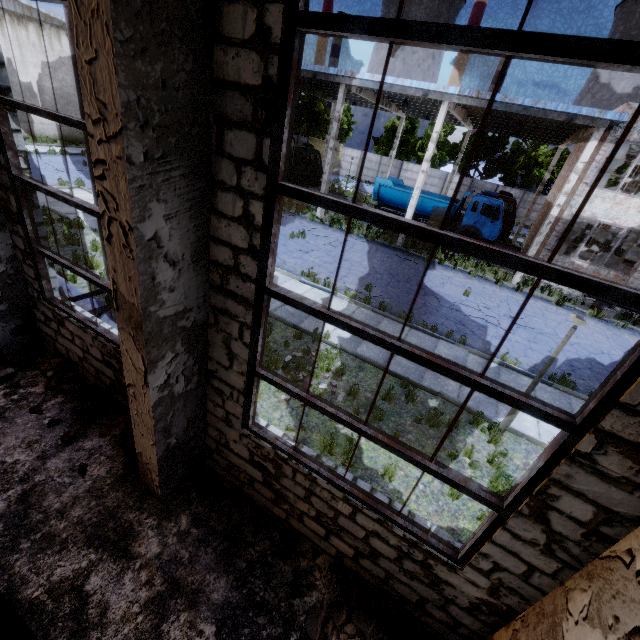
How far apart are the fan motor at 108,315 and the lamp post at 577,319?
7.21m

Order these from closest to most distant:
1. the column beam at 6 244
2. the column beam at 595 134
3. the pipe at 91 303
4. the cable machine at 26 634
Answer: the cable machine at 26 634, the column beam at 6 244, the pipe at 91 303, the column beam at 595 134

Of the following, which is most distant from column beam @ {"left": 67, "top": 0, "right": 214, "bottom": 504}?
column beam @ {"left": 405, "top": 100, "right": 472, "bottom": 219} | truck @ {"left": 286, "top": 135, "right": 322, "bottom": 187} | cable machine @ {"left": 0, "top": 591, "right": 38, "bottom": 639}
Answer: truck @ {"left": 286, "top": 135, "right": 322, "bottom": 187}

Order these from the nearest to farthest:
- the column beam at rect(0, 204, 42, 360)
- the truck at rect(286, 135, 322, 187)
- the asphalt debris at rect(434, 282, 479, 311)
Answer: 1. the column beam at rect(0, 204, 42, 360)
2. the asphalt debris at rect(434, 282, 479, 311)
3. the truck at rect(286, 135, 322, 187)

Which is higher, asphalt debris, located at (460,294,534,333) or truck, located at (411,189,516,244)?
truck, located at (411,189,516,244)

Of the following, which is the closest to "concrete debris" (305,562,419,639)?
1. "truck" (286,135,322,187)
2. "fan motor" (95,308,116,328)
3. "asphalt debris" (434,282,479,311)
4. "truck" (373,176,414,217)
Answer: "fan motor" (95,308,116,328)

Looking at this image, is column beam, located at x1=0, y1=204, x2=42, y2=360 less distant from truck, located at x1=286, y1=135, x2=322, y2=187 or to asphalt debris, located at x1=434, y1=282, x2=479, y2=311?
asphalt debris, located at x1=434, y1=282, x2=479, y2=311

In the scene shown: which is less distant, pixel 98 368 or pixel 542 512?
pixel 542 512
